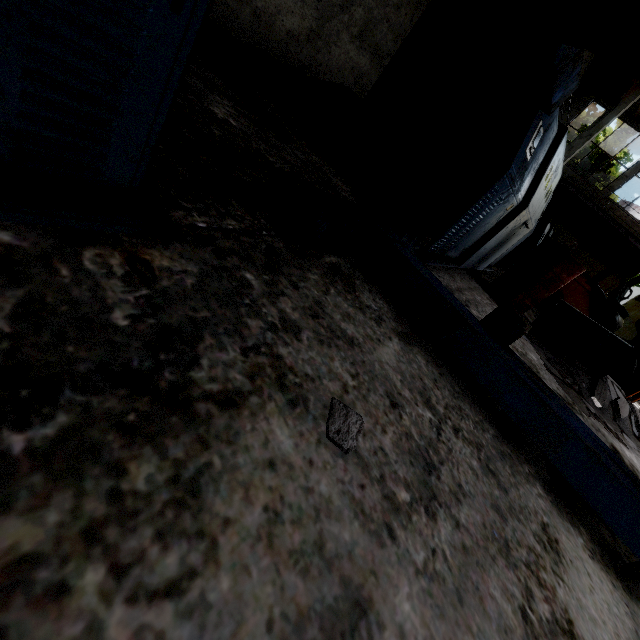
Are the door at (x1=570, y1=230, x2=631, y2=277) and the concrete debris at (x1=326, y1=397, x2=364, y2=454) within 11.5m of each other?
no

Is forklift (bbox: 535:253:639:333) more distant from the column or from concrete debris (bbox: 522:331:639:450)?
the column

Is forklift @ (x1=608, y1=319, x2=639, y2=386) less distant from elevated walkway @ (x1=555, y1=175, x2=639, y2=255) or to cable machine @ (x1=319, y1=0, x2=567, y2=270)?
cable machine @ (x1=319, y1=0, x2=567, y2=270)

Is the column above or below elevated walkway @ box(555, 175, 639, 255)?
above

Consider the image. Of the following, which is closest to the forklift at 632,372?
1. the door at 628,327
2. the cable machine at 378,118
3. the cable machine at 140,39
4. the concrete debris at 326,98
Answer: the cable machine at 378,118

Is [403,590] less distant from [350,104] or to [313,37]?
[350,104]

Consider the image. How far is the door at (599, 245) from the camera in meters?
16.3

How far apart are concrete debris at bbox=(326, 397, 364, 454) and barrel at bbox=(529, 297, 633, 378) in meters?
4.5
